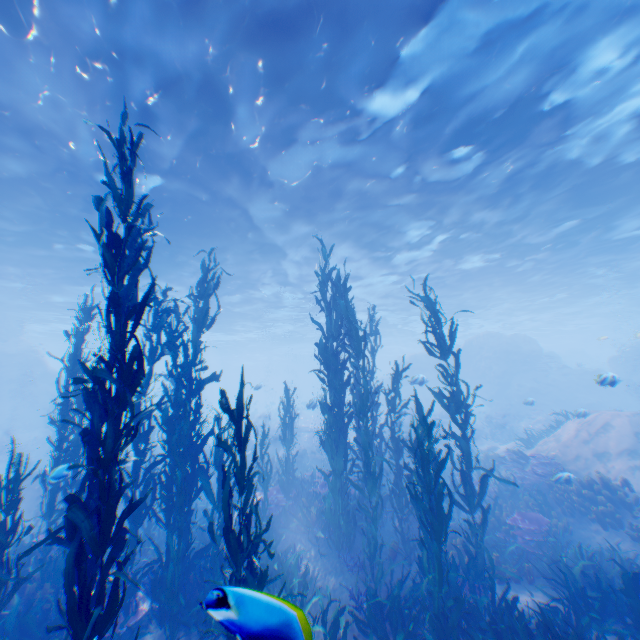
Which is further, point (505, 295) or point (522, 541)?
point (505, 295)

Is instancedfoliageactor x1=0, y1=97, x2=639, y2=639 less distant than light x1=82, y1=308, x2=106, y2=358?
Yes

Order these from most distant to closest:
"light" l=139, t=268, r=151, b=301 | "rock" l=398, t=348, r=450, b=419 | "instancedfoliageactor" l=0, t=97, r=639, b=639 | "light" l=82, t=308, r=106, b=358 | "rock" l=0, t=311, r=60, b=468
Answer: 1. "light" l=82, t=308, r=106, b=358
2. "rock" l=398, t=348, r=450, b=419
3. "rock" l=0, t=311, r=60, b=468
4. "light" l=139, t=268, r=151, b=301
5. "instancedfoliageactor" l=0, t=97, r=639, b=639

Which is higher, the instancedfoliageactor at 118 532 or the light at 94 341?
the light at 94 341

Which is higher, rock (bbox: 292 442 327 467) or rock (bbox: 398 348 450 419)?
rock (bbox: 398 348 450 419)

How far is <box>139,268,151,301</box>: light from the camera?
20.45m

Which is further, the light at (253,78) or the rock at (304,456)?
the rock at (304,456)

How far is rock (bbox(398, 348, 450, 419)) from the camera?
27.1m
